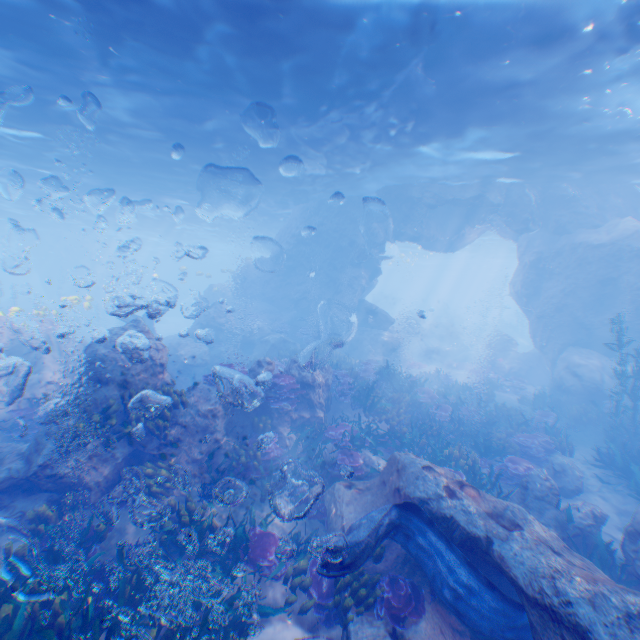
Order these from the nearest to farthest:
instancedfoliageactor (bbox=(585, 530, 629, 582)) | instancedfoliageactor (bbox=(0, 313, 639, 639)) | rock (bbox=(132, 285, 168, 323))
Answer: instancedfoliageactor (bbox=(0, 313, 639, 639)), instancedfoliageactor (bbox=(585, 530, 629, 582)), rock (bbox=(132, 285, 168, 323))

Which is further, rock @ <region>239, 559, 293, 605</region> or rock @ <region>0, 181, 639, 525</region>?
rock @ <region>0, 181, 639, 525</region>

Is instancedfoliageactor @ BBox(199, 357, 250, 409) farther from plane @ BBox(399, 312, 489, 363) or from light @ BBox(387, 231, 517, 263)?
plane @ BBox(399, 312, 489, 363)

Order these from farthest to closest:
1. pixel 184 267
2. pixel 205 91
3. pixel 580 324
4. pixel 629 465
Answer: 1. pixel 184 267
2. pixel 580 324
3. pixel 205 91
4. pixel 629 465

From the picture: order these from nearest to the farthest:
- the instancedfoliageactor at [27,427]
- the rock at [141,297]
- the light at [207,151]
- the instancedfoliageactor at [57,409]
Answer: the instancedfoliageactor at [57,409], the light at [207,151], the instancedfoliageactor at [27,427], the rock at [141,297]

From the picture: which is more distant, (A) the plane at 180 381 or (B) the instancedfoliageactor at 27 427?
(A) the plane at 180 381

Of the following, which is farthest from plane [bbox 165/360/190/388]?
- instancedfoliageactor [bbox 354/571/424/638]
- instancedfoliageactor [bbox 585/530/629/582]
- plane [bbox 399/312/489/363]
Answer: plane [bbox 399/312/489/363]

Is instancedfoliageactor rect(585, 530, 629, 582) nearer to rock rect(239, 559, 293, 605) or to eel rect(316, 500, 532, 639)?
rock rect(239, 559, 293, 605)
